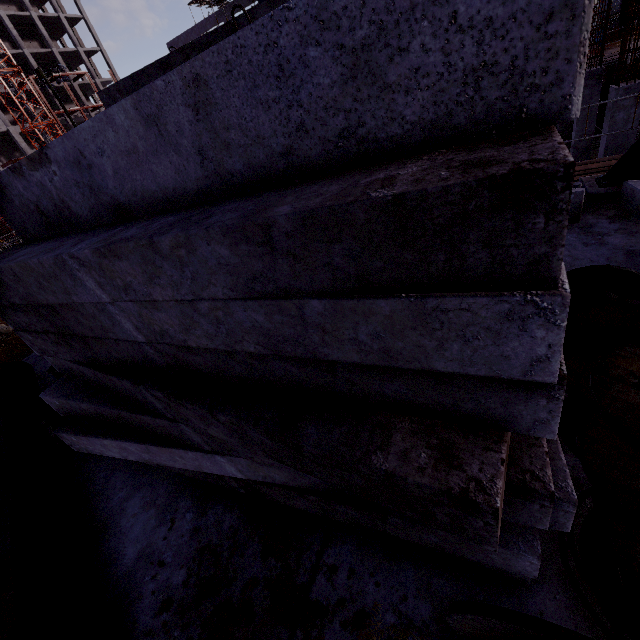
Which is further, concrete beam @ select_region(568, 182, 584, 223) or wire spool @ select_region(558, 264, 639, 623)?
concrete beam @ select_region(568, 182, 584, 223)

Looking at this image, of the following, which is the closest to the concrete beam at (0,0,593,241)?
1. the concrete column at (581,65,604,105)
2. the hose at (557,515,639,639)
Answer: Result: the hose at (557,515,639,639)

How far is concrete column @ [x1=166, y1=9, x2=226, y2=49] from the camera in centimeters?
2889cm

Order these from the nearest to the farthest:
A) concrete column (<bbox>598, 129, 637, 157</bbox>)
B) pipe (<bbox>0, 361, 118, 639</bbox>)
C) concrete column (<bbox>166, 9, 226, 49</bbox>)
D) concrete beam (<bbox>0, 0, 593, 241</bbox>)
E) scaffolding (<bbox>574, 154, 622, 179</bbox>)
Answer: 1. concrete beam (<bbox>0, 0, 593, 241</bbox>)
2. pipe (<bbox>0, 361, 118, 639</bbox>)
3. scaffolding (<bbox>574, 154, 622, 179</bbox>)
4. concrete column (<bbox>598, 129, 637, 157</bbox>)
5. concrete column (<bbox>166, 9, 226, 49</bbox>)

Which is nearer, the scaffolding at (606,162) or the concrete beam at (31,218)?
the concrete beam at (31,218)

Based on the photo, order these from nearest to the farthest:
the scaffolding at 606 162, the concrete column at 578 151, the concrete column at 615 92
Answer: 1. the scaffolding at 606 162
2. the concrete column at 615 92
3. the concrete column at 578 151

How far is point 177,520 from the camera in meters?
2.9

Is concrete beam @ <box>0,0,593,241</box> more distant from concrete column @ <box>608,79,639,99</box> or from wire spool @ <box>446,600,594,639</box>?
concrete column @ <box>608,79,639,99</box>
